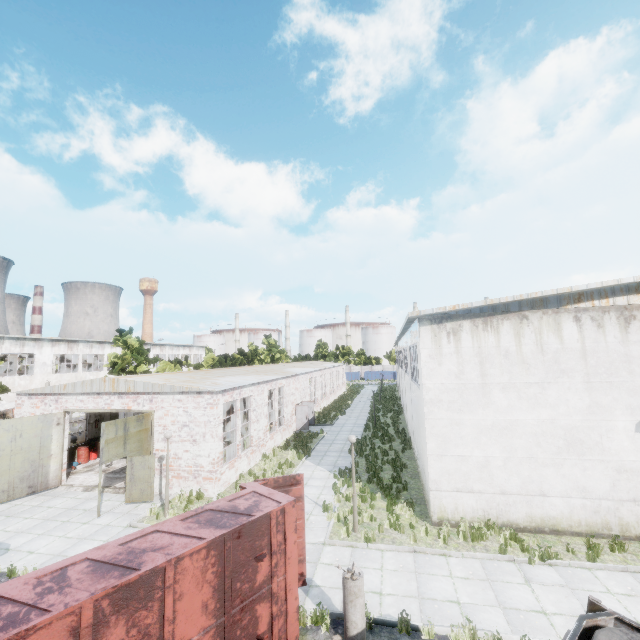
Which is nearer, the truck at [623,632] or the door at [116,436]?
the truck at [623,632]

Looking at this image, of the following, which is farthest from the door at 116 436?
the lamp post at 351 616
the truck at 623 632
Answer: the truck at 623 632

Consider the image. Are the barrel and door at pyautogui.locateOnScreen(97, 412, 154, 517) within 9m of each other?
yes

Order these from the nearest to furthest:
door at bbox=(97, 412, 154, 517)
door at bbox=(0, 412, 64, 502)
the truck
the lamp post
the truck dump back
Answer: the truck, the lamp post, the truck dump back, door at bbox=(97, 412, 154, 517), door at bbox=(0, 412, 64, 502)

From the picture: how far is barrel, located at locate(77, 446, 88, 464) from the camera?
20.7m

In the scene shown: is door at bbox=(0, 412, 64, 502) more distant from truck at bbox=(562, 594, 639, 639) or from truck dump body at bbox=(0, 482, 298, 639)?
truck at bbox=(562, 594, 639, 639)

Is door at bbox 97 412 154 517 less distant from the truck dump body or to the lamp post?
the truck dump body

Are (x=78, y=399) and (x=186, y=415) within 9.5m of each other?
yes
